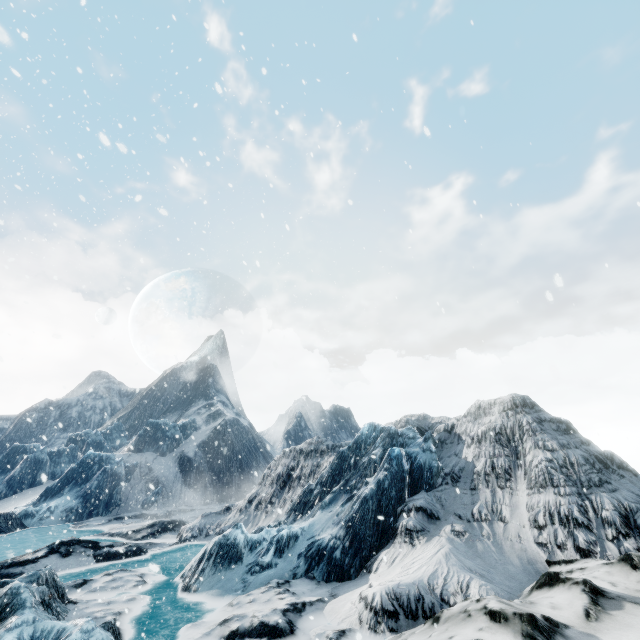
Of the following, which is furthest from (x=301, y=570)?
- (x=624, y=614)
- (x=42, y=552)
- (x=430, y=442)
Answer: (x=42, y=552)
